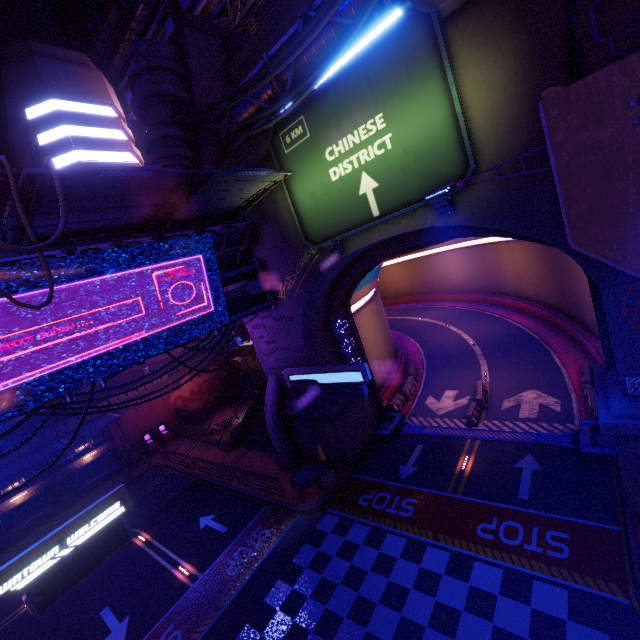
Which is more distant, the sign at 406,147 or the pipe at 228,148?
the pipe at 228,148

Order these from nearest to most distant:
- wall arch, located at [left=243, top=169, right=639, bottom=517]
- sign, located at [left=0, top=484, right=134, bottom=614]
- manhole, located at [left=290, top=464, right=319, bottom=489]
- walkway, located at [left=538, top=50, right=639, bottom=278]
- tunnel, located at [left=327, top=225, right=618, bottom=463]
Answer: walkway, located at [left=538, top=50, right=639, bottom=278] < sign, located at [left=0, top=484, right=134, bottom=614] < wall arch, located at [left=243, top=169, right=639, bottom=517] < tunnel, located at [left=327, top=225, right=618, bottom=463] < manhole, located at [left=290, top=464, right=319, bottom=489]

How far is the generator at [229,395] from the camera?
37.9m

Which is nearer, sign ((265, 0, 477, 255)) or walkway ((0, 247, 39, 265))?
walkway ((0, 247, 39, 265))

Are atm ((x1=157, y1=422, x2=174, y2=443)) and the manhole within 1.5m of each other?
no

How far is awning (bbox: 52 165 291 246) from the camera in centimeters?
802cm

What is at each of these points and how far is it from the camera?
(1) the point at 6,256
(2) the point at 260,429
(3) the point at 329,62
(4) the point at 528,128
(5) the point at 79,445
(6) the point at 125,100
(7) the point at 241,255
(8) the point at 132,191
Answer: (1) walkway, 9.25m
(2) stair, 26.47m
(3) cable, 10.90m
(4) wall arch, 9.66m
(5) walkway, 28.72m
(6) pipe, 43.56m
(7) walkway, 18.17m
(8) awning, 9.29m

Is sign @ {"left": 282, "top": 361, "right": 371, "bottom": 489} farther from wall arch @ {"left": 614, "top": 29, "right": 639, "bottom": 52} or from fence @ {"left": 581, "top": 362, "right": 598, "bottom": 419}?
fence @ {"left": 581, "top": 362, "right": 598, "bottom": 419}
